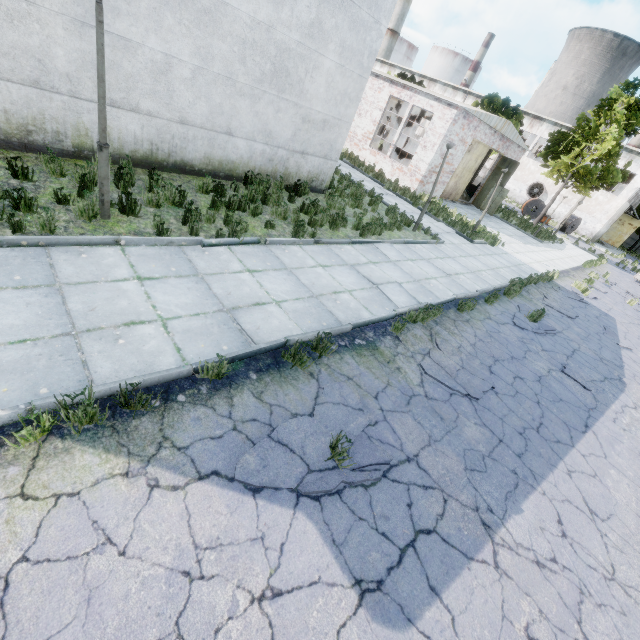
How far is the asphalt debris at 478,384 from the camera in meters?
5.7

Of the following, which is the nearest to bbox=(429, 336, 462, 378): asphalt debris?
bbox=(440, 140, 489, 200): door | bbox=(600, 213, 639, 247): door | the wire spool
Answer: bbox=(440, 140, 489, 200): door

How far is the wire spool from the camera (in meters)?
35.60

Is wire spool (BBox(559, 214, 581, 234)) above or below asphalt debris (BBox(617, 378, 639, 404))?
above

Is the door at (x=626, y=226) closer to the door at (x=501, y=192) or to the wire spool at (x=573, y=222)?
the wire spool at (x=573, y=222)

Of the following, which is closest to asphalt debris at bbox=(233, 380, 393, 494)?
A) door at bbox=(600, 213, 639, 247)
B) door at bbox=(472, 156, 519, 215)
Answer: door at bbox=(472, 156, 519, 215)

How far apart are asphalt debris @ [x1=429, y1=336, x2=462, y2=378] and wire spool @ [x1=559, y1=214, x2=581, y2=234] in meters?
39.3

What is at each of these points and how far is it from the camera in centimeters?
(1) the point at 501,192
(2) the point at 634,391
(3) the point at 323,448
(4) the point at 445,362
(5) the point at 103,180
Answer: (1) door, 2397cm
(2) asphalt debris, 866cm
(3) asphalt debris, 390cm
(4) asphalt debris, 639cm
(5) lamp post, 557cm
